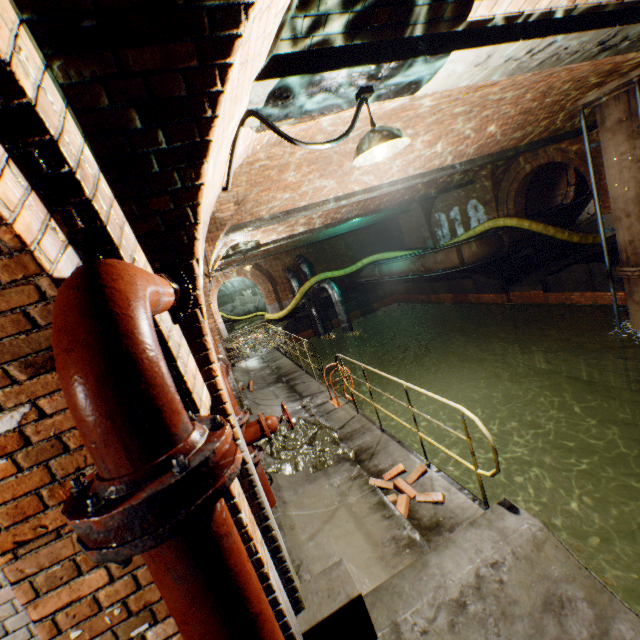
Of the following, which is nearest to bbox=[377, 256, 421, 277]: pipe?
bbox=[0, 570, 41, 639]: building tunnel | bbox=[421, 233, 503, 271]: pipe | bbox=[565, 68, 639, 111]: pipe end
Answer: bbox=[421, 233, 503, 271]: pipe

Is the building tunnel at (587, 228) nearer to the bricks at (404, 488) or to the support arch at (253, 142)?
the support arch at (253, 142)

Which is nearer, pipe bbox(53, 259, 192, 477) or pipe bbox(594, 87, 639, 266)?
pipe bbox(53, 259, 192, 477)

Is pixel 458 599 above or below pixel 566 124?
below

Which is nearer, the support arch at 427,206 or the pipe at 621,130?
the pipe at 621,130

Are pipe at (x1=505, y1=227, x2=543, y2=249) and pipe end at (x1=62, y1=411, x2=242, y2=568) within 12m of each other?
no

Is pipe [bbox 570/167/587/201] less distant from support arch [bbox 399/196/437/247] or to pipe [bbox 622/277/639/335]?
support arch [bbox 399/196/437/247]

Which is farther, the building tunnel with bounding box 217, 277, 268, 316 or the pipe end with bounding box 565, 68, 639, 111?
the building tunnel with bounding box 217, 277, 268, 316
